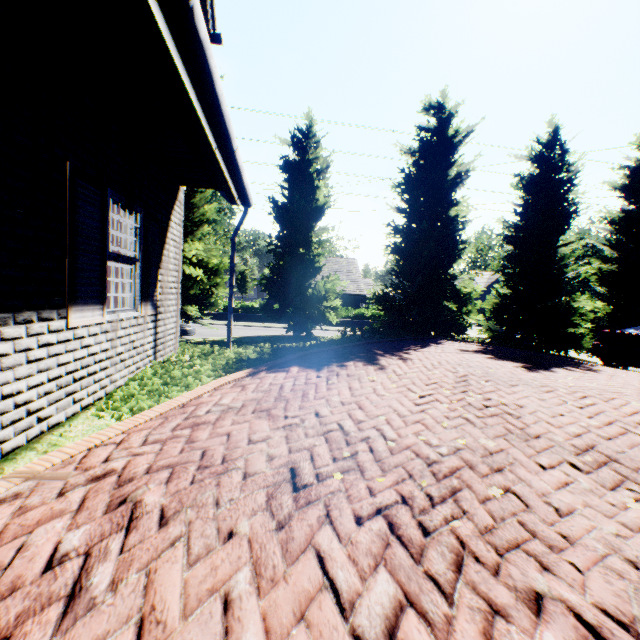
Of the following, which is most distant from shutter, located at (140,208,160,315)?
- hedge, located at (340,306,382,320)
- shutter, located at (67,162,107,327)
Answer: hedge, located at (340,306,382,320)

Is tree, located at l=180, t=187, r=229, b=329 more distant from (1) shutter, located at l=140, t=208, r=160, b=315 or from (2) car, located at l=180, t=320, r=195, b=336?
(1) shutter, located at l=140, t=208, r=160, b=315

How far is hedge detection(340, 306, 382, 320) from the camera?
32.34m

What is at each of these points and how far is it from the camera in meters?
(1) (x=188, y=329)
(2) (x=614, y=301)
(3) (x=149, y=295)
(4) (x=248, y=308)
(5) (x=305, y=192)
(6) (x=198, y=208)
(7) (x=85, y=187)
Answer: (1) car, 17.7
(2) tree, 16.0
(3) shutter, 5.2
(4) hedge, 30.9
(5) tree, 13.4
(6) tree, 13.0
(7) shutter, 3.4

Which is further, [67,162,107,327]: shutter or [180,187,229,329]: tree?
[180,187,229,329]: tree

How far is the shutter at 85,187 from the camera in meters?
3.2 m

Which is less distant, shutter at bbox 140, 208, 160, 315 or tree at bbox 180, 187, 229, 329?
shutter at bbox 140, 208, 160, 315

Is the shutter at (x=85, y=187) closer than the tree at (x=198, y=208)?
Yes
